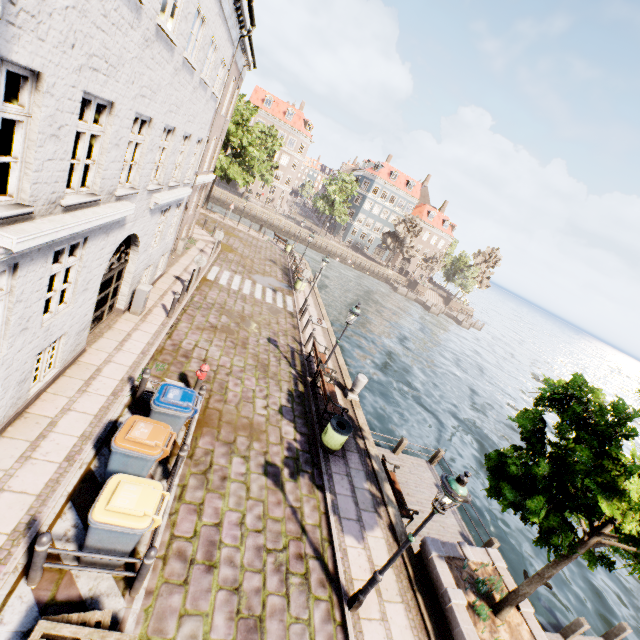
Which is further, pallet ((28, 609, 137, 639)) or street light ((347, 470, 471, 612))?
street light ((347, 470, 471, 612))

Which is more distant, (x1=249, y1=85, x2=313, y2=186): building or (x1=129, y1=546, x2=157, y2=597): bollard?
(x1=249, y1=85, x2=313, y2=186): building

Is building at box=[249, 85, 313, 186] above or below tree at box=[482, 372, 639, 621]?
above

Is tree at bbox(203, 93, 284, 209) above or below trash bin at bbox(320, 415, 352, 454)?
above

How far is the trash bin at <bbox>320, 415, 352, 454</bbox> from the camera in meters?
9.4 m

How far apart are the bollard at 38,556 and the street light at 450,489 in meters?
5.2 m

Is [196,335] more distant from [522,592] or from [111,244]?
[522,592]

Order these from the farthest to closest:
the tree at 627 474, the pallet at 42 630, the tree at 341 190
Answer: the tree at 341 190 < the tree at 627 474 < the pallet at 42 630
